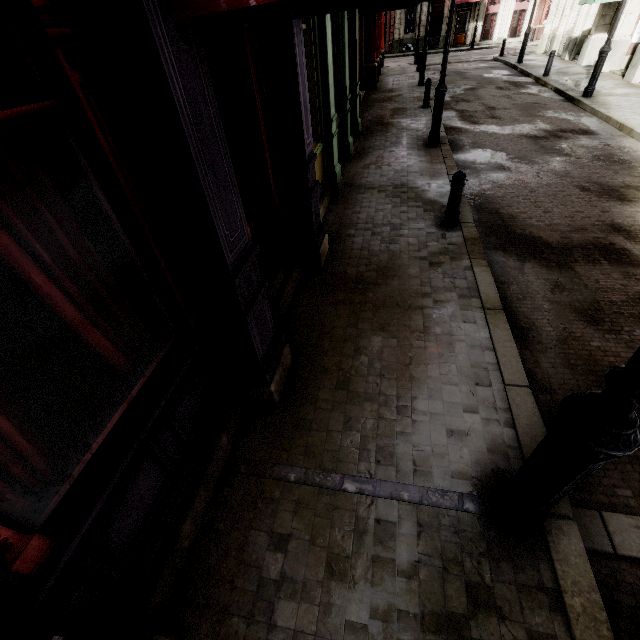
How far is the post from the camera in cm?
551

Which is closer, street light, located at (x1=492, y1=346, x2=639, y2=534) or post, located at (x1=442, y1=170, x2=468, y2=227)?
street light, located at (x1=492, y1=346, x2=639, y2=534)

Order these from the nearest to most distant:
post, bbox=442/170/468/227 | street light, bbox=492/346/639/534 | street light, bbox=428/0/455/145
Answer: street light, bbox=492/346/639/534 < post, bbox=442/170/468/227 < street light, bbox=428/0/455/145

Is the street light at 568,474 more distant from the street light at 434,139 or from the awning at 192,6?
the street light at 434,139

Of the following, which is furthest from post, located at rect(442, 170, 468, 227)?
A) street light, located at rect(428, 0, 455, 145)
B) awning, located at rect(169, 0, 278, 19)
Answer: street light, located at rect(428, 0, 455, 145)

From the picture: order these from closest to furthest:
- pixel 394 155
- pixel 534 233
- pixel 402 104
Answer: pixel 534 233 < pixel 394 155 < pixel 402 104

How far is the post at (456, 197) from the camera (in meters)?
5.51

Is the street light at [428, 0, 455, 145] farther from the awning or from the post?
the awning
